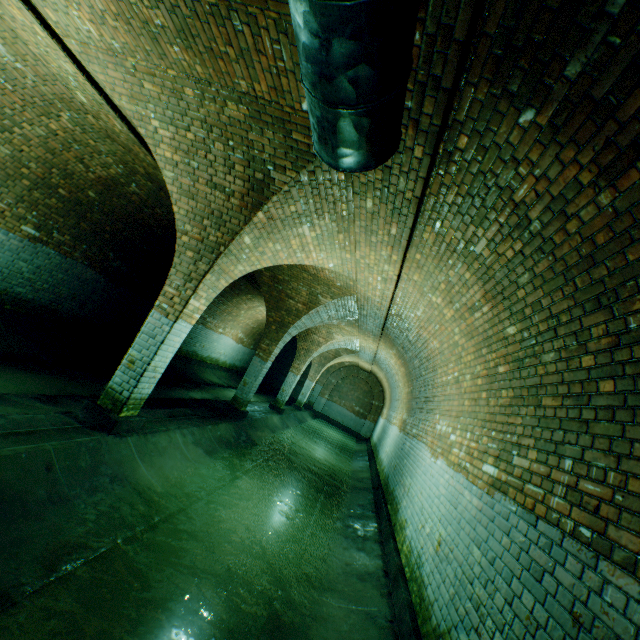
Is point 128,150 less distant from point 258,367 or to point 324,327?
point 258,367

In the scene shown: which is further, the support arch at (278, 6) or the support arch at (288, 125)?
the support arch at (288, 125)

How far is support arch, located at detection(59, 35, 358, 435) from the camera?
3.85m

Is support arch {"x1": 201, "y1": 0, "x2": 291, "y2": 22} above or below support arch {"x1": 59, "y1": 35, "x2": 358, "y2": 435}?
above

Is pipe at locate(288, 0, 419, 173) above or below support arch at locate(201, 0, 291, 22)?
below

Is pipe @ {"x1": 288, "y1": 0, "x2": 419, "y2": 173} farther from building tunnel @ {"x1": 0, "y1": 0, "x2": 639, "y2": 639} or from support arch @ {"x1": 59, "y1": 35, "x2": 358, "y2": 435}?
support arch @ {"x1": 59, "y1": 35, "x2": 358, "y2": 435}

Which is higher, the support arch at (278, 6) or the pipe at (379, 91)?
the support arch at (278, 6)

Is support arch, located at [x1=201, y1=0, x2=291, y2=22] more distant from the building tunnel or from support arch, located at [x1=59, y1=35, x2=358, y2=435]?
support arch, located at [x1=59, y1=35, x2=358, y2=435]
